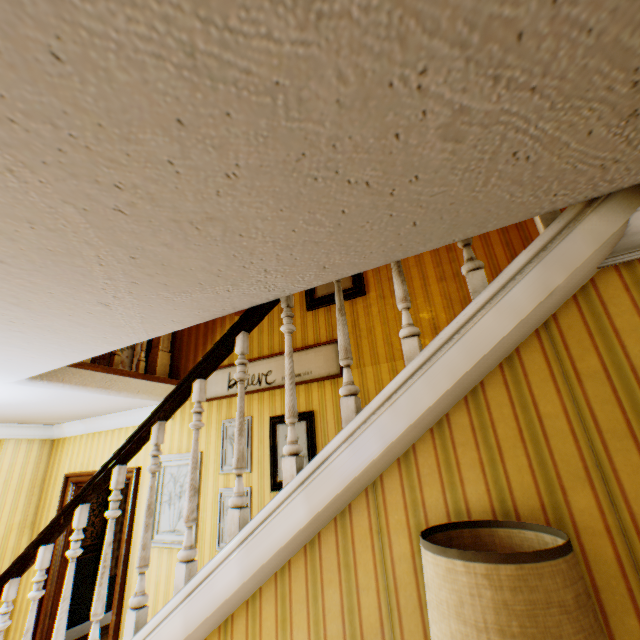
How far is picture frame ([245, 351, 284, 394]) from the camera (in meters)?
3.74

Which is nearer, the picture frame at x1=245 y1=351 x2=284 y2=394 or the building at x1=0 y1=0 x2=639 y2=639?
the building at x1=0 y1=0 x2=639 y2=639

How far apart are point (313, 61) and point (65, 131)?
0.7m

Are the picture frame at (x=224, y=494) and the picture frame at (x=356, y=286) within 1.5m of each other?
no

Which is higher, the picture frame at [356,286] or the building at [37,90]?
the picture frame at [356,286]

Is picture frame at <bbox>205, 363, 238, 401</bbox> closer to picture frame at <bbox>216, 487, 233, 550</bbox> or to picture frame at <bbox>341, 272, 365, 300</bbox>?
picture frame at <bbox>341, 272, 365, 300</bbox>

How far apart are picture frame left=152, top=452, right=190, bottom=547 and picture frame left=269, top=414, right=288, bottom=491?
1.00m

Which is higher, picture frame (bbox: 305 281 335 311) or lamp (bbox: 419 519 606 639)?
picture frame (bbox: 305 281 335 311)
